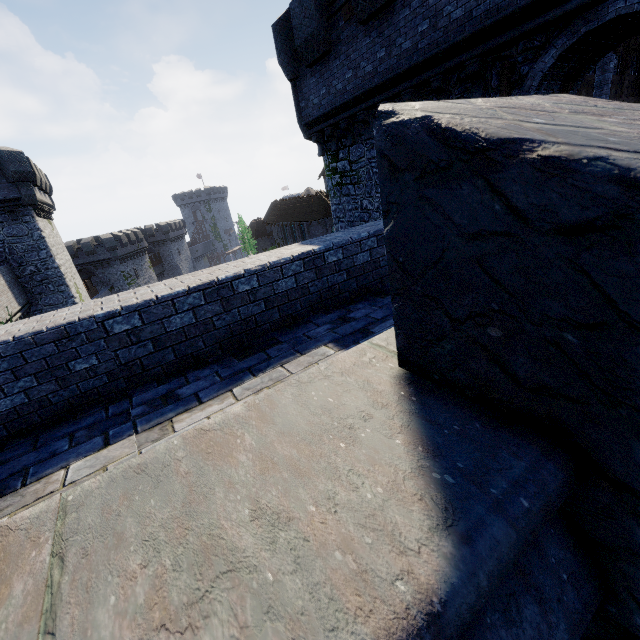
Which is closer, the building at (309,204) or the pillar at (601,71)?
the pillar at (601,71)

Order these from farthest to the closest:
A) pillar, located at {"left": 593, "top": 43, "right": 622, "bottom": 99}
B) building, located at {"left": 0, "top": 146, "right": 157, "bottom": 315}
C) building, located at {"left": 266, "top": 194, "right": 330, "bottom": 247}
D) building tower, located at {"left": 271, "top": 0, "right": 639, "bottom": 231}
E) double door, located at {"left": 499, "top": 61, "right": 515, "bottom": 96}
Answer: building, located at {"left": 266, "top": 194, "right": 330, "bottom": 247} → building, located at {"left": 0, "top": 146, "right": 157, "bottom": 315} → pillar, located at {"left": 593, "top": 43, "right": 622, "bottom": 99} → double door, located at {"left": 499, "top": 61, "right": 515, "bottom": 96} → building tower, located at {"left": 271, "top": 0, "right": 639, "bottom": 231}

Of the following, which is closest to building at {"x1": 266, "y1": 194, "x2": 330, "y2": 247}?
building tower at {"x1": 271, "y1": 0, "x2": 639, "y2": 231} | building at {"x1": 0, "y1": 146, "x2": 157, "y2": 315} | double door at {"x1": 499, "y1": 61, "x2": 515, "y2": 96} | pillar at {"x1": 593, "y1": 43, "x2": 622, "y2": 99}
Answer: building tower at {"x1": 271, "y1": 0, "x2": 639, "y2": 231}

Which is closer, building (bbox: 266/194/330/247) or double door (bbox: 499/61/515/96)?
double door (bbox: 499/61/515/96)

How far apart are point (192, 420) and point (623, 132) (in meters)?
3.40

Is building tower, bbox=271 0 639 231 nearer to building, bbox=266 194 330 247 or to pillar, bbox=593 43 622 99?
pillar, bbox=593 43 622 99

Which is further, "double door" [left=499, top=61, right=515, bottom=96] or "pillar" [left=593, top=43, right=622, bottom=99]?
"pillar" [left=593, top=43, right=622, bottom=99]

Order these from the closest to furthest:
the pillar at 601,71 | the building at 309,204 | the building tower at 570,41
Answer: the building tower at 570,41 → the pillar at 601,71 → the building at 309,204
